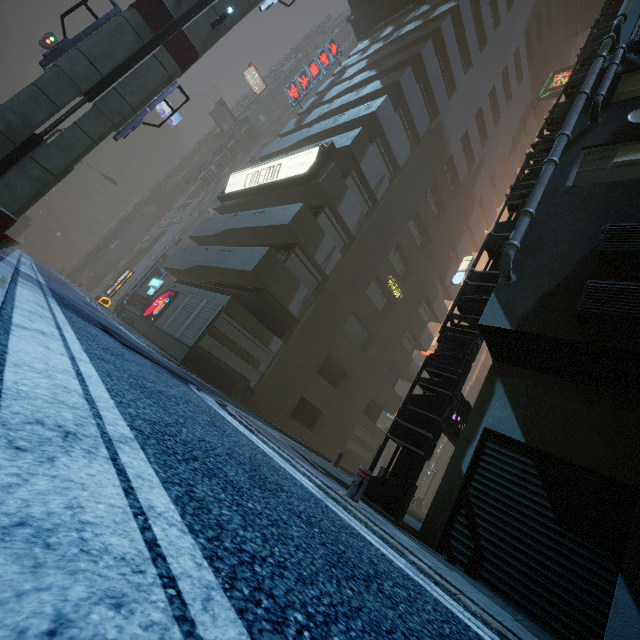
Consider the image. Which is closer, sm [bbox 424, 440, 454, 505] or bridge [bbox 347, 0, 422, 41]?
bridge [bbox 347, 0, 422, 41]

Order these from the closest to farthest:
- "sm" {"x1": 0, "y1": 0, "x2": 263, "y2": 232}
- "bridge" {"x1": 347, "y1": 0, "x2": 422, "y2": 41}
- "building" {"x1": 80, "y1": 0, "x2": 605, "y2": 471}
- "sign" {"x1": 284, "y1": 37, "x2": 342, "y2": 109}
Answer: "sm" {"x1": 0, "y1": 0, "x2": 263, "y2": 232}
"building" {"x1": 80, "y1": 0, "x2": 605, "y2": 471}
"bridge" {"x1": 347, "y1": 0, "x2": 422, "y2": 41}
"sign" {"x1": 284, "y1": 37, "x2": 342, "y2": 109}

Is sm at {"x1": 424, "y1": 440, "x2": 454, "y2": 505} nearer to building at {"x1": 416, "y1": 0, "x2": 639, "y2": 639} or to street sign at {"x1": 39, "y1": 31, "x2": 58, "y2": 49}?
building at {"x1": 416, "y1": 0, "x2": 639, "y2": 639}

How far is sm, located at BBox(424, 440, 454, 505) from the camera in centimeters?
3969cm

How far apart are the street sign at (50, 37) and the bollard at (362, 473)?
19.7 meters

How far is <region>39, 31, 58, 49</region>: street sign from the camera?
14.5m

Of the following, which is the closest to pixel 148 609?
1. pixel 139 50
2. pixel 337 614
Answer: pixel 337 614

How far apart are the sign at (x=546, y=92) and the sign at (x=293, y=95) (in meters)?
21.00
